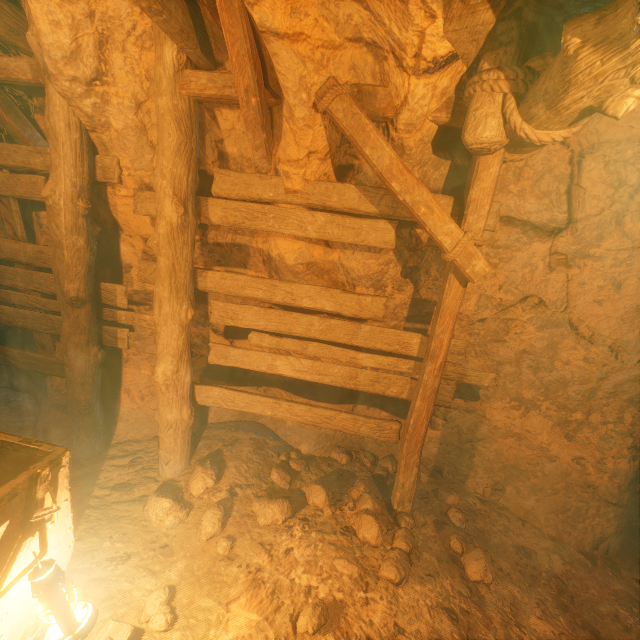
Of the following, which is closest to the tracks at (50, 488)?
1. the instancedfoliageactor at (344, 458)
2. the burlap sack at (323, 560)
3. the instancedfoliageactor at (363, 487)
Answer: the burlap sack at (323, 560)

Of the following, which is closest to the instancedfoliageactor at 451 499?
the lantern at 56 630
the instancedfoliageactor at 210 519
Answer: the instancedfoliageactor at 210 519

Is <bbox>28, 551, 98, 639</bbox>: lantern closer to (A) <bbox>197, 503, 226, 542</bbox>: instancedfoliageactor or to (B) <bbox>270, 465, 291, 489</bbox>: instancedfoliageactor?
(A) <bbox>197, 503, 226, 542</bbox>: instancedfoliageactor

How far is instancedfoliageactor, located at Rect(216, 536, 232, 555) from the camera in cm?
291

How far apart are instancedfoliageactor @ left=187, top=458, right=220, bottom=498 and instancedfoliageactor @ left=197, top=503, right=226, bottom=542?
0.2m

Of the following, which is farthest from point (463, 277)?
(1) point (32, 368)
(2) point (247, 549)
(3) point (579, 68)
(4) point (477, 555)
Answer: (1) point (32, 368)

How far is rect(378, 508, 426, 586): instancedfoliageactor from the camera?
2.7m

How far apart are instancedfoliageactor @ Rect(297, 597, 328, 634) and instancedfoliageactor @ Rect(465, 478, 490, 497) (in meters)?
2.26
